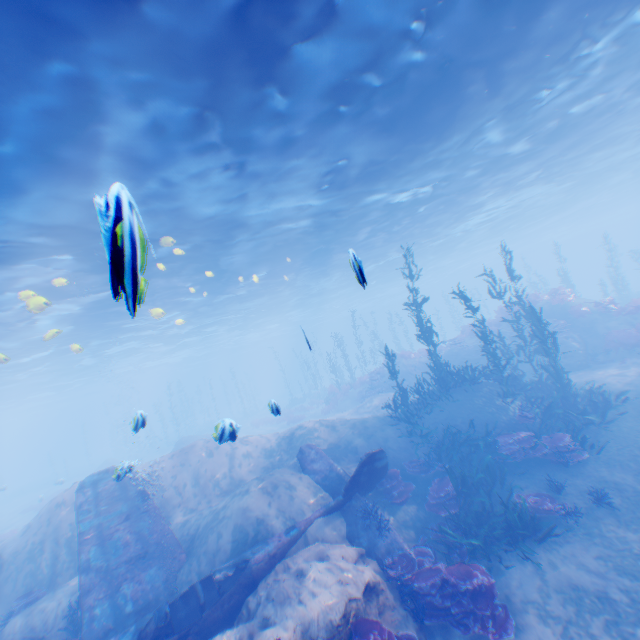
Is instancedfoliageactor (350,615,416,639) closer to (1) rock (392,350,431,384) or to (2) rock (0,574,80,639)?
(2) rock (0,574,80,639)

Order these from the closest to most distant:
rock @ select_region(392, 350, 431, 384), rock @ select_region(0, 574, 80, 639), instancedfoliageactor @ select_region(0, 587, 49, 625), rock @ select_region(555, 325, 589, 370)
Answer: rock @ select_region(0, 574, 80, 639) < instancedfoliageactor @ select_region(0, 587, 49, 625) < rock @ select_region(555, 325, 589, 370) < rock @ select_region(392, 350, 431, 384)

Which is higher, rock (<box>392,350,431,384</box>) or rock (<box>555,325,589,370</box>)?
rock (<box>392,350,431,384</box>)

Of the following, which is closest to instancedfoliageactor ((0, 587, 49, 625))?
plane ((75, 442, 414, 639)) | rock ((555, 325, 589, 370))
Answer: plane ((75, 442, 414, 639))

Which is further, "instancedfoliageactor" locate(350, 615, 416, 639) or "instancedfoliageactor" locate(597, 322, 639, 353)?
"instancedfoliageactor" locate(597, 322, 639, 353)

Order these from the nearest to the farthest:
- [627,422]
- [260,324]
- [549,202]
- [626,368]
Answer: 1. [627,422]
2. [626,368]
3. [549,202]
4. [260,324]

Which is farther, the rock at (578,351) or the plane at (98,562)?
the rock at (578,351)

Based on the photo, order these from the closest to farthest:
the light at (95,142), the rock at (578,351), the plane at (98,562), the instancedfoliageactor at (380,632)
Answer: the instancedfoliageactor at (380,632)
the light at (95,142)
the plane at (98,562)
the rock at (578,351)
